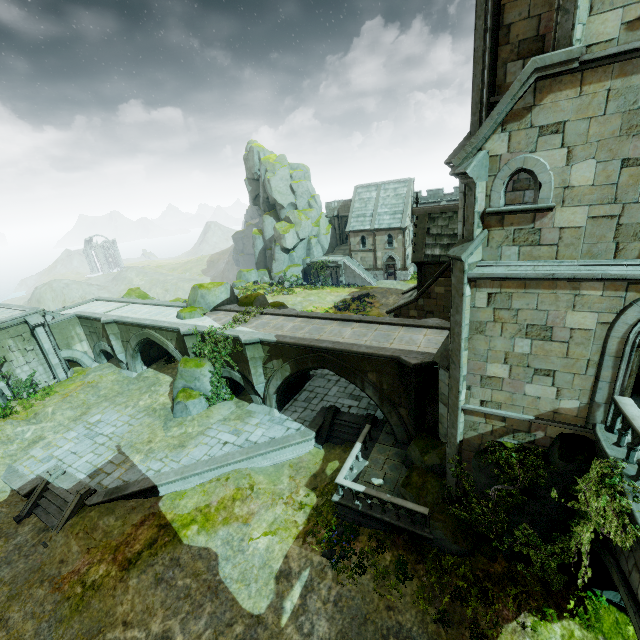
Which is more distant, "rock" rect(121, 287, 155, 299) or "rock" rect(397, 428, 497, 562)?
"rock" rect(121, 287, 155, 299)

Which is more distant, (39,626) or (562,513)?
(39,626)

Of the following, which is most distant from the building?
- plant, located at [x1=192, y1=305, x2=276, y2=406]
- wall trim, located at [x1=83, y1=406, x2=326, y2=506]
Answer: plant, located at [x1=192, y1=305, x2=276, y2=406]

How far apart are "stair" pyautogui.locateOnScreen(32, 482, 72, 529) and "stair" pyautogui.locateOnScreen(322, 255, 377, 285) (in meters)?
38.34

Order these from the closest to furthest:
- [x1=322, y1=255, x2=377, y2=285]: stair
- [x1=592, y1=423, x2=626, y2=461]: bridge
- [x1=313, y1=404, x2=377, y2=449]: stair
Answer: [x1=592, y1=423, x2=626, y2=461]: bridge, [x1=313, y1=404, x2=377, y2=449]: stair, [x1=322, y1=255, x2=377, y2=285]: stair

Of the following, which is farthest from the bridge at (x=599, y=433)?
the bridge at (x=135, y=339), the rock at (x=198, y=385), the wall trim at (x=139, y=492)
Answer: the rock at (x=198, y=385)

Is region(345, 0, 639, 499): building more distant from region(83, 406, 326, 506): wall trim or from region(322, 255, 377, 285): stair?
region(322, 255, 377, 285): stair

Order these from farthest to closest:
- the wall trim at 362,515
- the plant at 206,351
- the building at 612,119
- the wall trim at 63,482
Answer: the plant at 206,351, the wall trim at 63,482, the wall trim at 362,515, the building at 612,119
